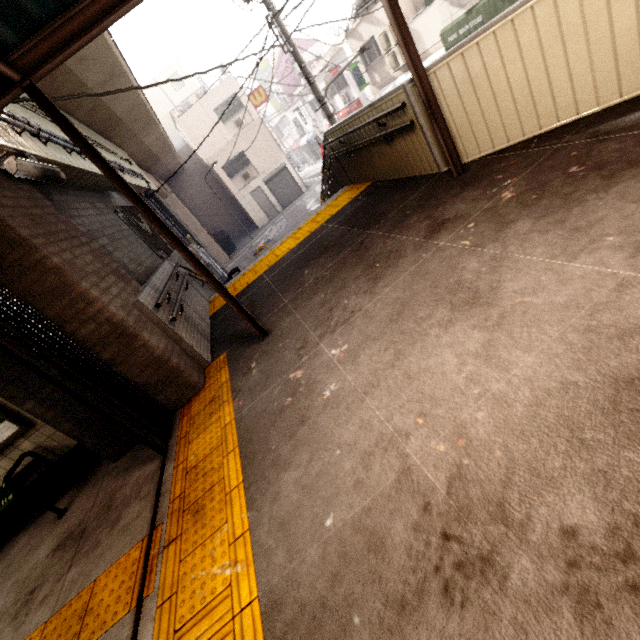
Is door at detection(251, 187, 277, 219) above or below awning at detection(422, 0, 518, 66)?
below

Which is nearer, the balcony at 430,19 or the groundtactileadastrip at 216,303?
the groundtactileadastrip at 216,303

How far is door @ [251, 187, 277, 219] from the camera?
24.8 meters

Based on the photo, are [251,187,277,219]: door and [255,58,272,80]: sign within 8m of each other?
no

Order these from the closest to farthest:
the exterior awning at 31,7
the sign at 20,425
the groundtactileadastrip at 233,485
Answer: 1. the groundtactileadastrip at 233,485
2. the exterior awning at 31,7
3. the sign at 20,425

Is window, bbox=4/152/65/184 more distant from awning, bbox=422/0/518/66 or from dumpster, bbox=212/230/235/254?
dumpster, bbox=212/230/235/254

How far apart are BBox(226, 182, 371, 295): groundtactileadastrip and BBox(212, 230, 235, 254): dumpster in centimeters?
1855cm

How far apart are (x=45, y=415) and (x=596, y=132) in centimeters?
602cm
